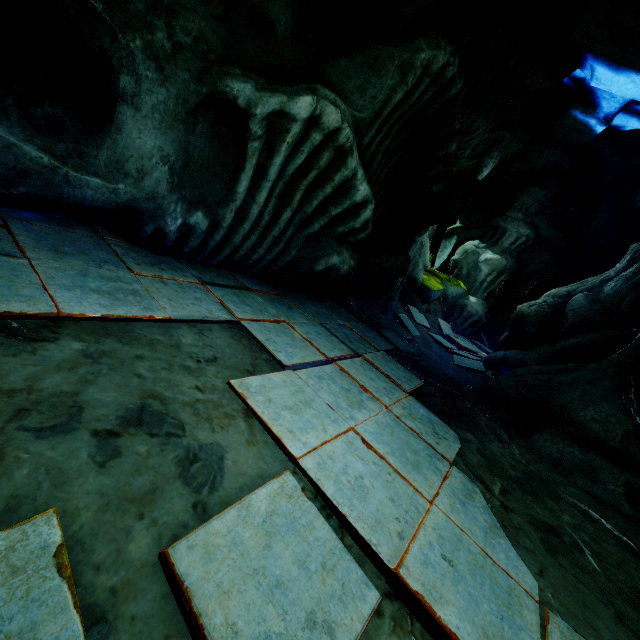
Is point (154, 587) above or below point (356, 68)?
below
